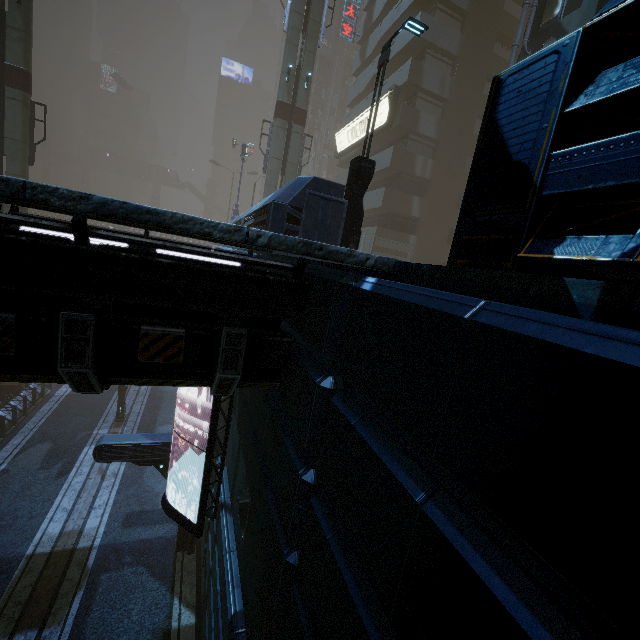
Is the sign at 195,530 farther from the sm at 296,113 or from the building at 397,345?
the sm at 296,113

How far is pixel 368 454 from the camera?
2.04m

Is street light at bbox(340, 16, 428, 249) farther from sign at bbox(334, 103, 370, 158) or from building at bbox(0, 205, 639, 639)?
sign at bbox(334, 103, 370, 158)

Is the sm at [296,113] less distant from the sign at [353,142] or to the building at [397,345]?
the building at [397,345]

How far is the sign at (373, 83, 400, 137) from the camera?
24.1 meters

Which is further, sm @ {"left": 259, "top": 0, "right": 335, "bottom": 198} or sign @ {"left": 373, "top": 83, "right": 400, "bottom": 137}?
sign @ {"left": 373, "top": 83, "right": 400, "bottom": 137}

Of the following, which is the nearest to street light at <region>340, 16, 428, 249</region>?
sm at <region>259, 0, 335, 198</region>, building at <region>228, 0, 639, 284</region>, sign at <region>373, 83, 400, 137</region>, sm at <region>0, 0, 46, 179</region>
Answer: building at <region>228, 0, 639, 284</region>

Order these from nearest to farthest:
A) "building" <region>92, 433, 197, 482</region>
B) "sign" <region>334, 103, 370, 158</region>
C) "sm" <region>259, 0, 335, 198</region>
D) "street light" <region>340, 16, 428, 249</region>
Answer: "street light" <region>340, 16, 428, 249</region>, "building" <region>92, 433, 197, 482</region>, "sm" <region>259, 0, 335, 198</region>, "sign" <region>334, 103, 370, 158</region>
